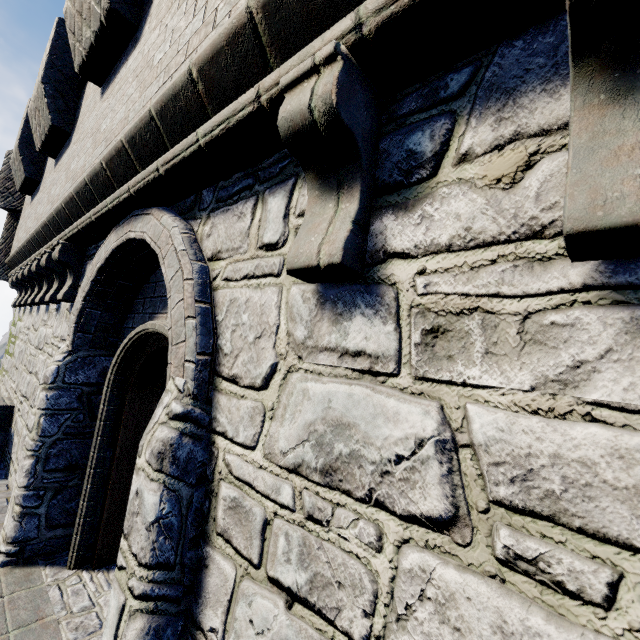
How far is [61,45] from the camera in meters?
5.2
